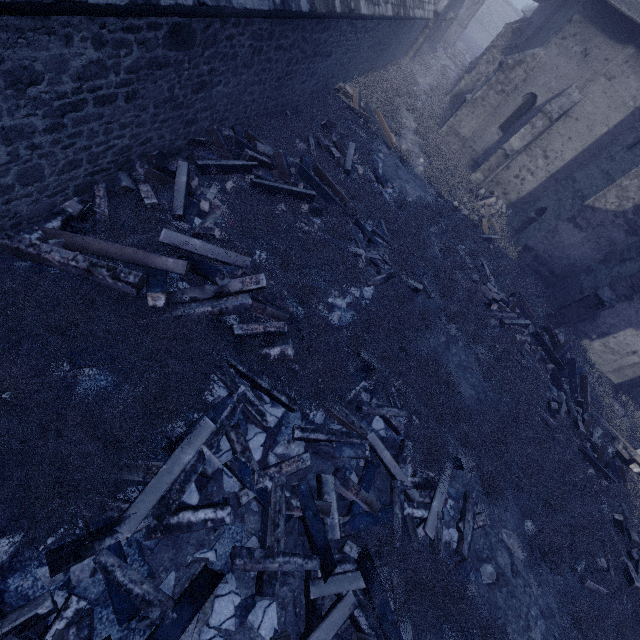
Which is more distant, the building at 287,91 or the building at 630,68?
the building at 630,68

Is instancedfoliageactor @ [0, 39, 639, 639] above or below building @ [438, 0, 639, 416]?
below

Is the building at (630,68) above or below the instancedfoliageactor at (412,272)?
above

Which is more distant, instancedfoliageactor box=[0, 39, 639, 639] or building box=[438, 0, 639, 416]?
building box=[438, 0, 639, 416]

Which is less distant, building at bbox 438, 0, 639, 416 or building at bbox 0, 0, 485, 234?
building at bbox 0, 0, 485, 234

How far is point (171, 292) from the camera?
4.8m
